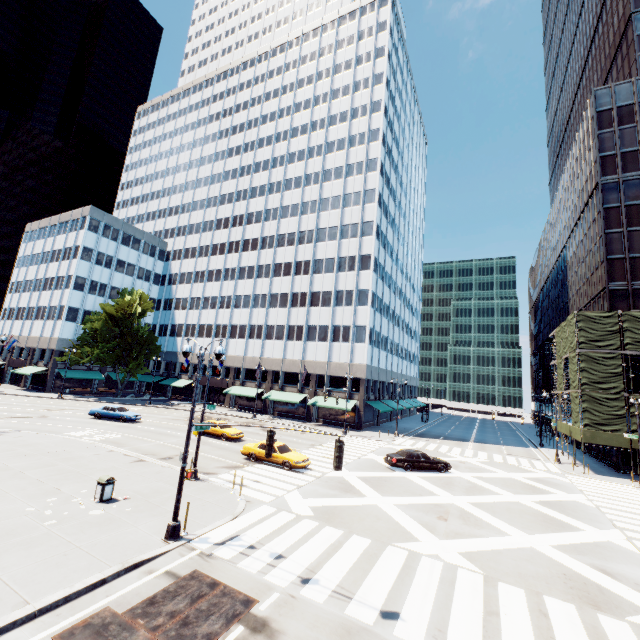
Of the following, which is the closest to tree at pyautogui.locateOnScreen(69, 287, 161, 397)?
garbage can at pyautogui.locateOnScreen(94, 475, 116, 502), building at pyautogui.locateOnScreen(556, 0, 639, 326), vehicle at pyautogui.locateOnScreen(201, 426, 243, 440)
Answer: garbage can at pyautogui.locateOnScreen(94, 475, 116, 502)

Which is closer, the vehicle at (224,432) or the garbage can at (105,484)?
the garbage can at (105,484)

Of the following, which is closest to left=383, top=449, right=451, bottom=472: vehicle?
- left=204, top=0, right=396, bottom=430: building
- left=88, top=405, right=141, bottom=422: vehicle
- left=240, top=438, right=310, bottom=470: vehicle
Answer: left=240, top=438, right=310, bottom=470: vehicle

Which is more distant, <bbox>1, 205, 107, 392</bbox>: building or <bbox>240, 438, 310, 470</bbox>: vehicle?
<bbox>1, 205, 107, 392</bbox>: building

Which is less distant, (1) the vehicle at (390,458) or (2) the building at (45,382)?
(1) the vehicle at (390,458)

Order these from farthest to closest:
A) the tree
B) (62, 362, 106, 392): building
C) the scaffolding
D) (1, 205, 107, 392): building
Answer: (62, 362, 106, 392): building, (1, 205, 107, 392): building, the tree, the scaffolding

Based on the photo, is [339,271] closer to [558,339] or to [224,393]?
[224,393]

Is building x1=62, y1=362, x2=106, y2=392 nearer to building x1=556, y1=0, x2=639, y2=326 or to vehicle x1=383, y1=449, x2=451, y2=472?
vehicle x1=383, y1=449, x2=451, y2=472
